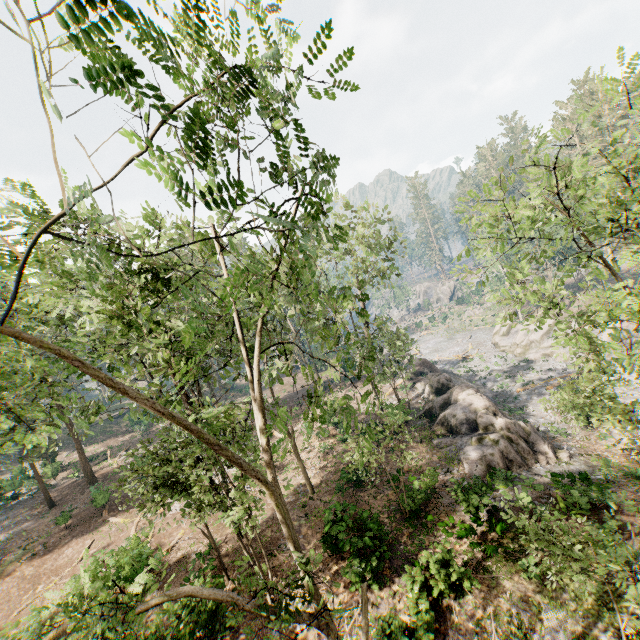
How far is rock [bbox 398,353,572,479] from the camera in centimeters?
1950cm

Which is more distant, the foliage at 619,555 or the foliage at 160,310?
the foliage at 619,555

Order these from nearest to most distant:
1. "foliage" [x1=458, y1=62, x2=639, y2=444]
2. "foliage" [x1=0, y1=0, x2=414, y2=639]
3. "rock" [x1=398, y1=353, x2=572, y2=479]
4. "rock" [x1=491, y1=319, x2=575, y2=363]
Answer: "foliage" [x1=0, y1=0, x2=414, y2=639]
"foliage" [x1=458, y1=62, x2=639, y2=444]
"rock" [x1=398, y1=353, x2=572, y2=479]
"rock" [x1=491, y1=319, x2=575, y2=363]

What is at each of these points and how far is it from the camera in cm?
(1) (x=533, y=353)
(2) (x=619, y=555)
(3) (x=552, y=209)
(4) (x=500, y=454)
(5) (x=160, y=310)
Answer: (1) rock, 4103
(2) foliage, 644
(3) foliage, 1273
(4) rock, 1942
(5) foliage, 2269

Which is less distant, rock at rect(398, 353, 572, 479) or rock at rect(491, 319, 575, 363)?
rock at rect(398, 353, 572, 479)

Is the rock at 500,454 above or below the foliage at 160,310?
below

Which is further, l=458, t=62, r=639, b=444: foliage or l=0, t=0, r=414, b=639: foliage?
l=458, t=62, r=639, b=444: foliage
